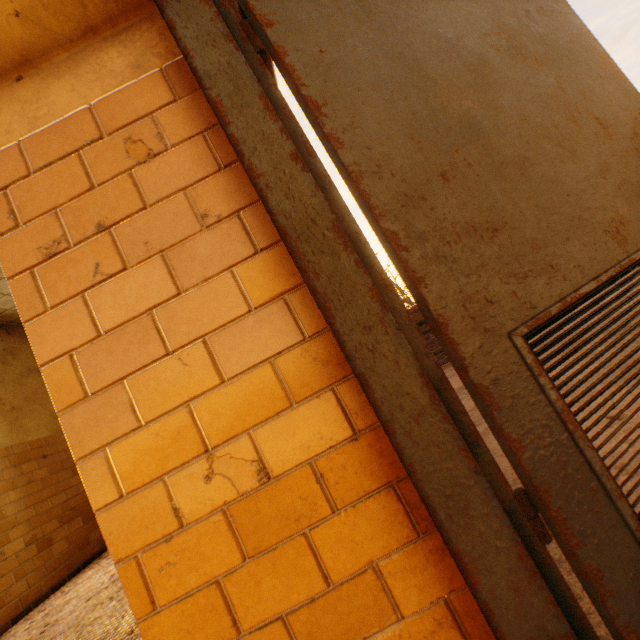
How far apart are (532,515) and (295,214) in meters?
0.9
